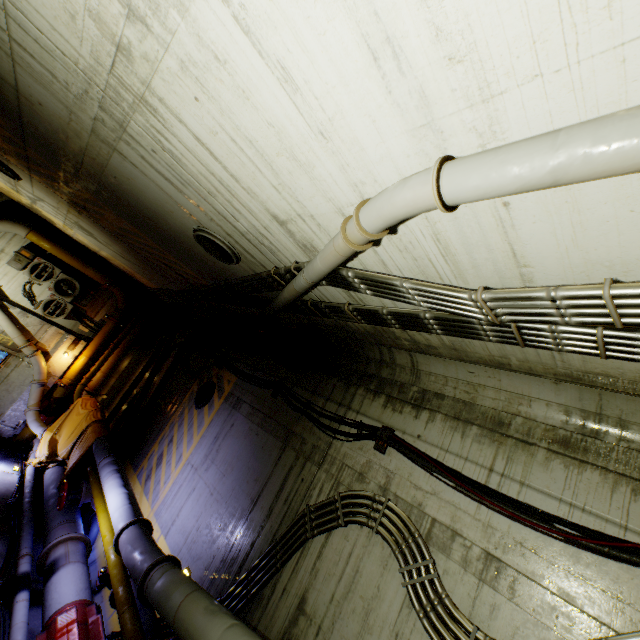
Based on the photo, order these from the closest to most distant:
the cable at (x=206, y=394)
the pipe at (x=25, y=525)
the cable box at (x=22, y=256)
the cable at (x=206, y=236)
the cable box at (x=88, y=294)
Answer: the cable at (x=206, y=236), the pipe at (x=25, y=525), the cable at (x=206, y=394), the cable box at (x=22, y=256), the cable box at (x=88, y=294)

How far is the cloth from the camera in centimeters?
930cm

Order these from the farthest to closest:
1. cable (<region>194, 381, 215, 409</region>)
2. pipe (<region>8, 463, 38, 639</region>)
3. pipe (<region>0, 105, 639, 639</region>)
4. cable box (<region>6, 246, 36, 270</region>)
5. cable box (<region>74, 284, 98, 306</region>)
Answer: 1. cable box (<region>74, 284, 98, 306</region>)
2. cable box (<region>6, 246, 36, 270</region>)
3. cable (<region>194, 381, 215, 409</region>)
4. pipe (<region>8, 463, 38, 639</region>)
5. pipe (<region>0, 105, 639, 639</region>)

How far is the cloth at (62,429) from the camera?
9.30m

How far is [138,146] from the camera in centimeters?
A: 366cm

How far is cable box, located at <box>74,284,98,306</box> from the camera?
12.4 meters

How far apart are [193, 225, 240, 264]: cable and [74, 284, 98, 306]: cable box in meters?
10.0 m

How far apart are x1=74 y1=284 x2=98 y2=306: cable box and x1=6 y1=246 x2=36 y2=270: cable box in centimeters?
173cm
